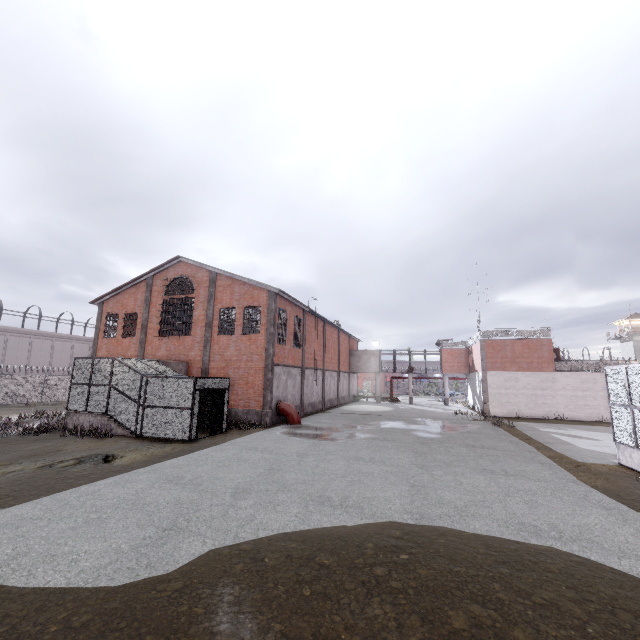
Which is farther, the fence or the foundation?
the fence

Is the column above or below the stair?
above

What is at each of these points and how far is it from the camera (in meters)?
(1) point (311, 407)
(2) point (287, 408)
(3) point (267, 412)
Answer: (1) foundation, 28.66
(2) pipe, 21.67
(3) column, 20.67

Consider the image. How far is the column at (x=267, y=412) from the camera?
20.8m

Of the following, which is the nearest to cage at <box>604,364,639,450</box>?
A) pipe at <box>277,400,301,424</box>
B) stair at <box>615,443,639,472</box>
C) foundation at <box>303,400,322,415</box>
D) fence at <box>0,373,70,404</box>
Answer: stair at <box>615,443,639,472</box>

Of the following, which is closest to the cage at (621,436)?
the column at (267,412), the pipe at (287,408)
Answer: the pipe at (287,408)

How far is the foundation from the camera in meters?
27.2

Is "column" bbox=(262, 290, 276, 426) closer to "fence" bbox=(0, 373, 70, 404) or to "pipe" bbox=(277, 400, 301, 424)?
"pipe" bbox=(277, 400, 301, 424)
